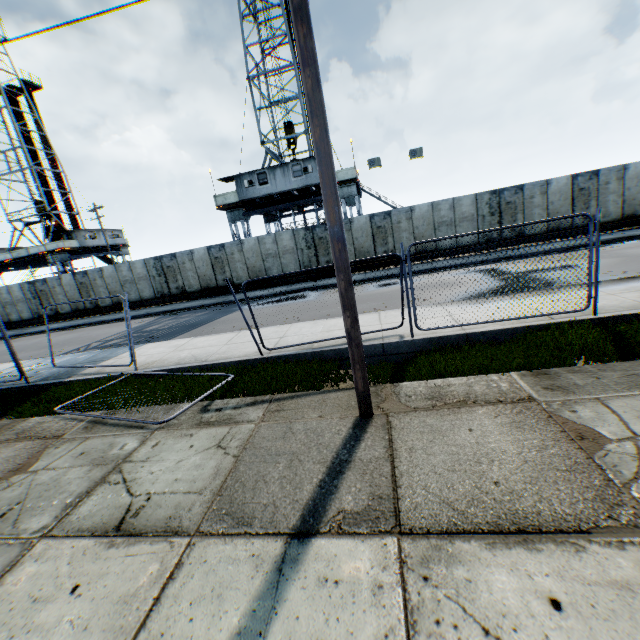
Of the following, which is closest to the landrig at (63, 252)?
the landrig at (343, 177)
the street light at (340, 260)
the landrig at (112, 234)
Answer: the landrig at (112, 234)

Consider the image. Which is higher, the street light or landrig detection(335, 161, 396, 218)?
landrig detection(335, 161, 396, 218)

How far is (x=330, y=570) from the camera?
2.7m

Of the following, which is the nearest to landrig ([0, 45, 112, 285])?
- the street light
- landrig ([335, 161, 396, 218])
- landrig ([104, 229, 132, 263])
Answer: landrig ([104, 229, 132, 263])

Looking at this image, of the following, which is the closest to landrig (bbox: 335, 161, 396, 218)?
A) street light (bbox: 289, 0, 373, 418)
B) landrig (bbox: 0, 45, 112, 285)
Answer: street light (bbox: 289, 0, 373, 418)

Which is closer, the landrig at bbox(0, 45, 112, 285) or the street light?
the street light

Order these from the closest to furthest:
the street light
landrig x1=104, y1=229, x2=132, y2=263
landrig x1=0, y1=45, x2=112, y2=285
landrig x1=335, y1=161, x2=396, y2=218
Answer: the street light, landrig x1=335, y1=161, x2=396, y2=218, landrig x1=0, y1=45, x2=112, y2=285, landrig x1=104, y1=229, x2=132, y2=263

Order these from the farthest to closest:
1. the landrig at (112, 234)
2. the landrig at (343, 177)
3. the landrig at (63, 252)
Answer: the landrig at (112, 234), the landrig at (63, 252), the landrig at (343, 177)
